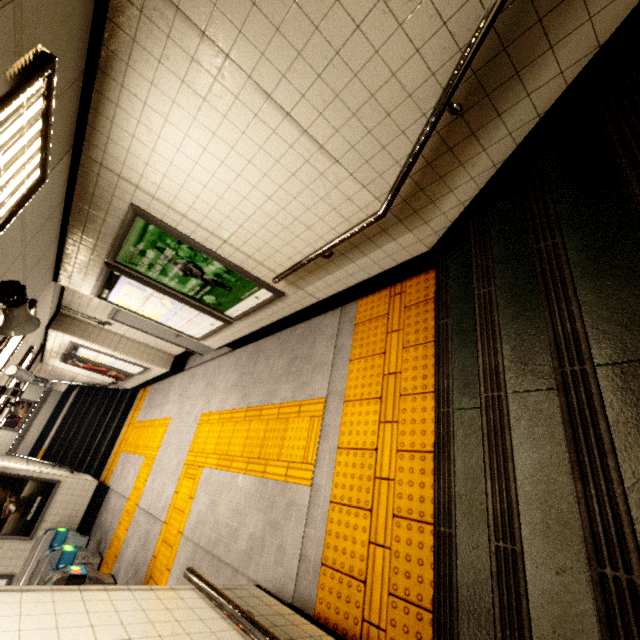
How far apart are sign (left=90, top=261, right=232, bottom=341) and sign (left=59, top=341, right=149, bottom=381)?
3.4 meters

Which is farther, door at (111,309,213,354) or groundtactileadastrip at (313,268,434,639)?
door at (111,309,213,354)

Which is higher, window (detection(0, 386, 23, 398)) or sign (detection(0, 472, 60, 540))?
window (detection(0, 386, 23, 398))

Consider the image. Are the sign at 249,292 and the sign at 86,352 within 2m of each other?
no

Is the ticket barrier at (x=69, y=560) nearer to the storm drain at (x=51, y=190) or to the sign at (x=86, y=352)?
the storm drain at (x=51, y=190)

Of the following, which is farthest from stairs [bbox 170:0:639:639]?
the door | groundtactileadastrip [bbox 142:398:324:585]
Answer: the door

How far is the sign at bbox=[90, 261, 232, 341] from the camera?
4.3 meters

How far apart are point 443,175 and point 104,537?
9.7m
